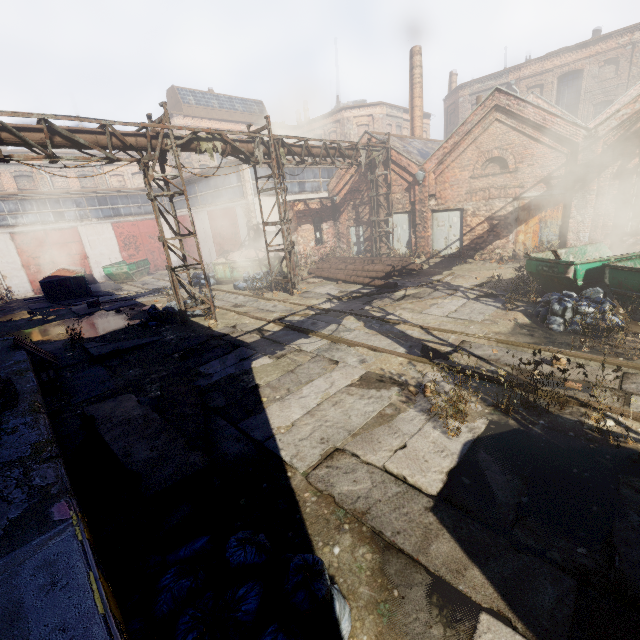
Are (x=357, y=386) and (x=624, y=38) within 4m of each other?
no

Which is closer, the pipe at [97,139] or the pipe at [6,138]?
the pipe at [6,138]

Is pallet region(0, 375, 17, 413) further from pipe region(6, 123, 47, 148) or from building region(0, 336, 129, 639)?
pipe region(6, 123, 47, 148)

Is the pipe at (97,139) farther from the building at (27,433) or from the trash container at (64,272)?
the trash container at (64,272)

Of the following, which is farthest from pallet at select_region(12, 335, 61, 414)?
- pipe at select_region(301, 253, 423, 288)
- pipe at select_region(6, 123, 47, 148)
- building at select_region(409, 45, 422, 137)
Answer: building at select_region(409, 45, 422, 137)

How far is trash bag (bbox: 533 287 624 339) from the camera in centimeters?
752cm

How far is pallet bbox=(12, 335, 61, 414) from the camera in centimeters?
699cm

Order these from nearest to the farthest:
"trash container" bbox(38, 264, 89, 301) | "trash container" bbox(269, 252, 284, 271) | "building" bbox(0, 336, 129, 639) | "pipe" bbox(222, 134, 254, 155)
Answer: "building" bbox(0, 336, 129, 639) → "pipe" bbox(222, 134, 254, 155) → "trash container" bbox(269, 252, 284, 271) → "trash container" bbox(38, 264, 89, 301)
